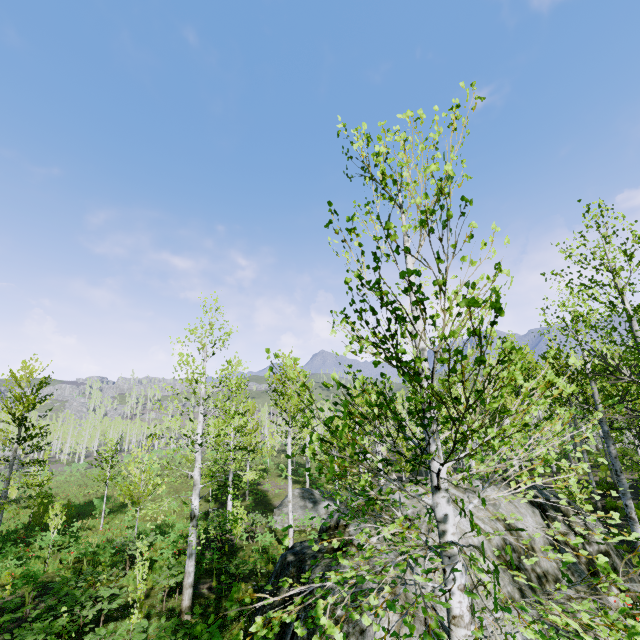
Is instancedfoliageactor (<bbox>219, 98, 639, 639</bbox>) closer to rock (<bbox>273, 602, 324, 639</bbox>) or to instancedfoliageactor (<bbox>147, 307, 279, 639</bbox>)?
instancedfoliageactor (<bbox>147, 307, 279, 639</bbox>)

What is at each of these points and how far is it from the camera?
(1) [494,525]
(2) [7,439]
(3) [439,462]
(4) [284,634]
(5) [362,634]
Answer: (1) rock, 8.01m
(2) instancedfoliageactor, 15.30m
(3) instancedfoliageactor, 2.62m
(4) rock, 7.53m
(5) rock, 6.92m

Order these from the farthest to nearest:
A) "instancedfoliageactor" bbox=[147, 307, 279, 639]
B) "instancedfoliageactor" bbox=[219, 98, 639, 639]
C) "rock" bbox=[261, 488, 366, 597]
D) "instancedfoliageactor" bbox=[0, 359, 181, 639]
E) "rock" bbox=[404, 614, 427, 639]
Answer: "instancedfoliageactor" bbox=[147, 307, 279, 639]
"rock" bbox=[261, 488, 366, 597]
"instancedfoliageactor" bbox=[0, 359, 181, 639]
"rock" bbox=[404, 614, 427, 639]
"instancedfoliageactor" bbox=[219, 98, 639, 639]

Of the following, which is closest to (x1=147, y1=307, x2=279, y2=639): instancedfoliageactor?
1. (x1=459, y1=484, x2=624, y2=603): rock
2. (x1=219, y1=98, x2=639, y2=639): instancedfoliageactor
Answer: (x1=459, y1=484, x2=624, y2=603): rock

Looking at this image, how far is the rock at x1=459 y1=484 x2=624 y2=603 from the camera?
7.4m

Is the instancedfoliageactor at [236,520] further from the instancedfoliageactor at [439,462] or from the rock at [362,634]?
the instancedfoliageactor at [439,462]

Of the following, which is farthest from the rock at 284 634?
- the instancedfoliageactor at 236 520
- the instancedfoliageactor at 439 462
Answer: the instancedfoliageactor at 439 462
